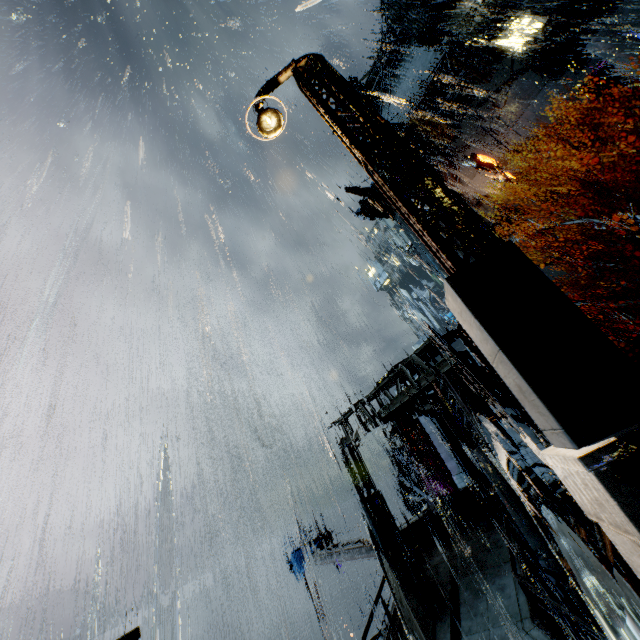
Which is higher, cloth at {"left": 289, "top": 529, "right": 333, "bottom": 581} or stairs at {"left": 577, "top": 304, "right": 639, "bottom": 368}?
stairs at {"left": 577, "top": 304, "right": 639, "bottom": 368}

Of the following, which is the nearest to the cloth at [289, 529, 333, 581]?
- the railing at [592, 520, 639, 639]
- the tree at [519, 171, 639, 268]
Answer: the railing at [592, 520, 639, 639]

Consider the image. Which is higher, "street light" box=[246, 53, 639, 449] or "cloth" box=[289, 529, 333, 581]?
"street light" box=[246, 53, 639, 449]

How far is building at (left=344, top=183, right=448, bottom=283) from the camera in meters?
42.6

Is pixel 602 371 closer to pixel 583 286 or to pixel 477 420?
pixel 477 420

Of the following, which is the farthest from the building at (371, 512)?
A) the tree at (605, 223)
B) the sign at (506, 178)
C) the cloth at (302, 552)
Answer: the cloth at (302, 552)

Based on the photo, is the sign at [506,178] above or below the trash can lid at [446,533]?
above

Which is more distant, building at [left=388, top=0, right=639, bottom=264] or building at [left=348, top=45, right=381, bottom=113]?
building at [left=348, top=45, right=381, bottom=113]
